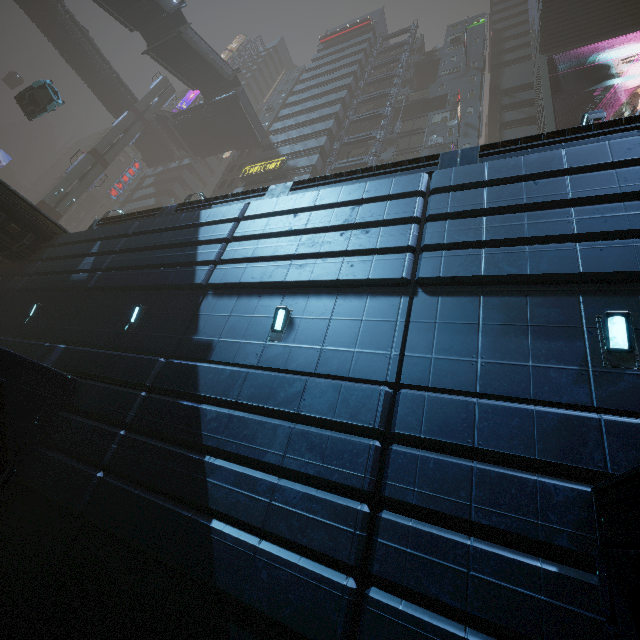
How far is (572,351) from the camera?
5.0 meters

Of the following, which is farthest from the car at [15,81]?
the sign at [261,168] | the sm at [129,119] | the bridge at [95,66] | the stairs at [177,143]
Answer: the sign at [261,168]

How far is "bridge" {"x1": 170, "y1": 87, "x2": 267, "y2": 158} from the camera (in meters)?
35.66

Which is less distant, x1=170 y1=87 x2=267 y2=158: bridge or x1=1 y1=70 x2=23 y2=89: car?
x1=170 y1=87 x2=267 y2=158: bridge

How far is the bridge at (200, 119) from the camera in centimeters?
3566cm

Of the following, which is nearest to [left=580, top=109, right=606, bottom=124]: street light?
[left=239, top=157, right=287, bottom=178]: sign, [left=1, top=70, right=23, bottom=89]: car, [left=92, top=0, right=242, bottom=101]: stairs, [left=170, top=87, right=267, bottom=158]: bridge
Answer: [left=239, top=157, right=287, bottom=178]: sign

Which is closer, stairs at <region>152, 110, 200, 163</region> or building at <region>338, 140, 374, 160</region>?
building at <region>338, 140, 374, 160</region>

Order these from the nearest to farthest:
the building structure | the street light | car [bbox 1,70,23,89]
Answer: the street light
the building structure
car [bbox 1,70,23,89]
